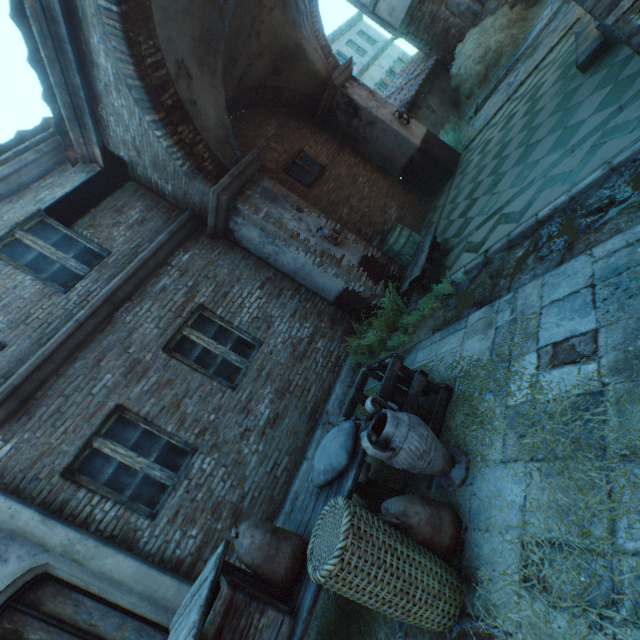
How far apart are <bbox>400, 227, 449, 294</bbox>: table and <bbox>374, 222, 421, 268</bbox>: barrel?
0.11m

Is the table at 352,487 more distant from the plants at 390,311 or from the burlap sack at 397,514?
the plants at 390,311

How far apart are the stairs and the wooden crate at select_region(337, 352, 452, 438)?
5.2m

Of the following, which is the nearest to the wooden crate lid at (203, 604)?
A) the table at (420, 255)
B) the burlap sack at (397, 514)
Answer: the burlap sack at (397, 514)

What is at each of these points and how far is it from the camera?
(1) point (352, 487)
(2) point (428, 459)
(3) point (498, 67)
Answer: (1) table, 2.62m
(2) ceramic pot, 2.51m
(3) straw pile, 10.18m

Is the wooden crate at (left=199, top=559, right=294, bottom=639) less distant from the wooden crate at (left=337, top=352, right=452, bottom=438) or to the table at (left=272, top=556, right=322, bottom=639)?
the table at (left=272, top=556, right=322, bottom=639)

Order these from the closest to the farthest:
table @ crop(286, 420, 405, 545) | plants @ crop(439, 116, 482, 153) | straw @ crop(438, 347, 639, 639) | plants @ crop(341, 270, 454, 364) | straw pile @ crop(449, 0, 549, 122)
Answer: straw @ crop(438, 347, 639, 639) < table @ crop(286, 420, 405, 545) < plants @ crop(341, 270, 454, 364) < plants @ crop(439, 116, 482, 153) < straw pile @ crop(449, 0, 549, 122)

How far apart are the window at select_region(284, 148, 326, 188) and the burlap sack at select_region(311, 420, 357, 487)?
Result: 6.2m
